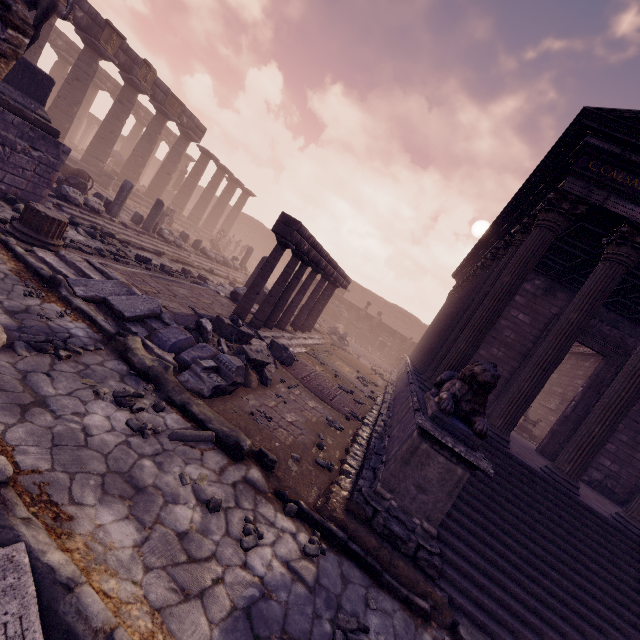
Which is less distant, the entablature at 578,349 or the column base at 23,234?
the column base at 23,234

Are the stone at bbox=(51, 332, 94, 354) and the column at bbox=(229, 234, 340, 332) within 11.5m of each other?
yes

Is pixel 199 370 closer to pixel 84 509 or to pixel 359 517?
pixel 84 509

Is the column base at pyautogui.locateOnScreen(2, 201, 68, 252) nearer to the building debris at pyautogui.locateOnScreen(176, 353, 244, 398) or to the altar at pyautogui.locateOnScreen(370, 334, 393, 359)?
the building debris at pyautogui.locateOnScreen(176, 353, 244, 398)

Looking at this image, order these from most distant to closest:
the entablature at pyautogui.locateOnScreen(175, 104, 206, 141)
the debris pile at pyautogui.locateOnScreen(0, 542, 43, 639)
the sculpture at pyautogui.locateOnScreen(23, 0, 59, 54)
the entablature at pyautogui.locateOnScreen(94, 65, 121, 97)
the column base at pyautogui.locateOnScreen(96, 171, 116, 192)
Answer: the entablature at pyautogui.locateOnScreen(94, 65, 121, 97) < the entablature at pyautogui.locateOnScreen(175, 104, 206, 141) < the column base at pyautogui.locateOnScreen(96, 171, 116, 192) < the sculpture at pyautogui.locateOnScreen(23, 0, 59, 54) < the debris pile at pyautogui.locateOnScreen(0, 542, 43, 639)

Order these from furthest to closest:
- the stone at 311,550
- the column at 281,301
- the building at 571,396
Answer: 1. the column at 281,301
2. the building at 571,396
3. the stone at 311,550

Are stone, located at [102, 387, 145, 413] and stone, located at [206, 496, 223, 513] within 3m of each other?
yes

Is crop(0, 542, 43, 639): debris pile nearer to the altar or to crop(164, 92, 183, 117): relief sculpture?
crop(164, 92, 183, 117): relief sculpture
